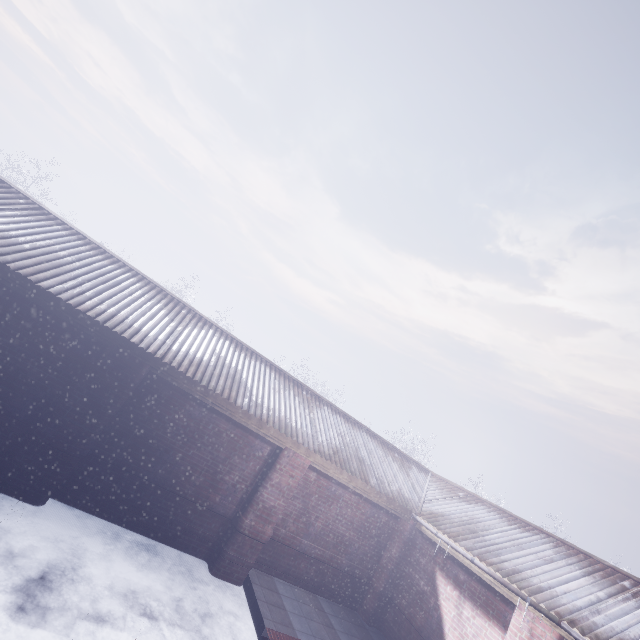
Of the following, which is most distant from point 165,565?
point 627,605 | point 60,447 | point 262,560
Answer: point 627,605
